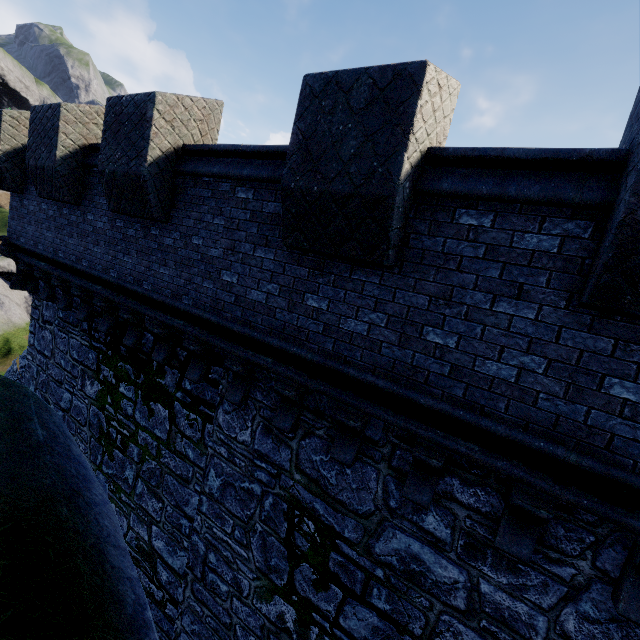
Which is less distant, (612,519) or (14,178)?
(612,519)
